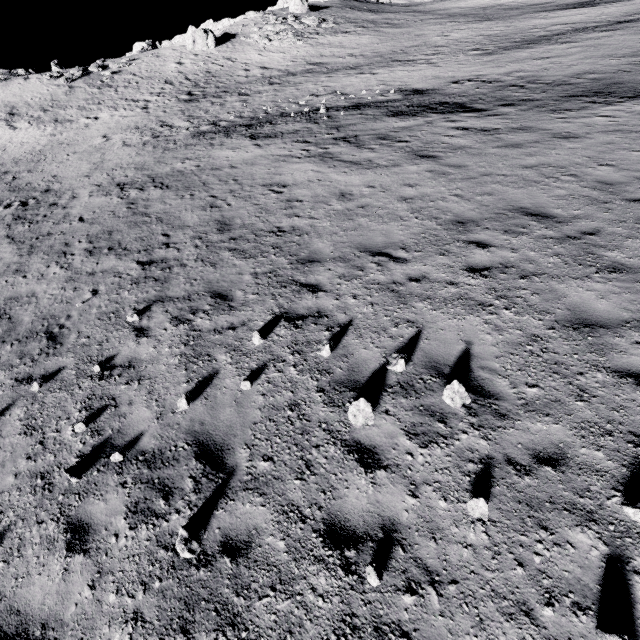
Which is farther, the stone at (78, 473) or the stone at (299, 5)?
the stone at (299, 5)

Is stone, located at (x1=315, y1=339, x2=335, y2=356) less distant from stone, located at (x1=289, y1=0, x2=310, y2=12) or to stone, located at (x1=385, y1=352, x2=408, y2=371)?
stone, located at (x1=385, y1=352, x2=408, y2=371)

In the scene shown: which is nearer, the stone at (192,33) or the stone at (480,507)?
the stone at (480,507)

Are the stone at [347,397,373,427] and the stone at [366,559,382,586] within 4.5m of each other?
yes

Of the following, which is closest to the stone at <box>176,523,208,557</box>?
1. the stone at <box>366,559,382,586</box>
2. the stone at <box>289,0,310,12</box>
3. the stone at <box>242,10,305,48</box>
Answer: the stone at <box>366,559,382,586</box>

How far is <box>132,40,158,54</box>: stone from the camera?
43.1 meters

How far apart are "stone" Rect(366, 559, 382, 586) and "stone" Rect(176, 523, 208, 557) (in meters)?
2.05

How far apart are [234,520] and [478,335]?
4.83m
